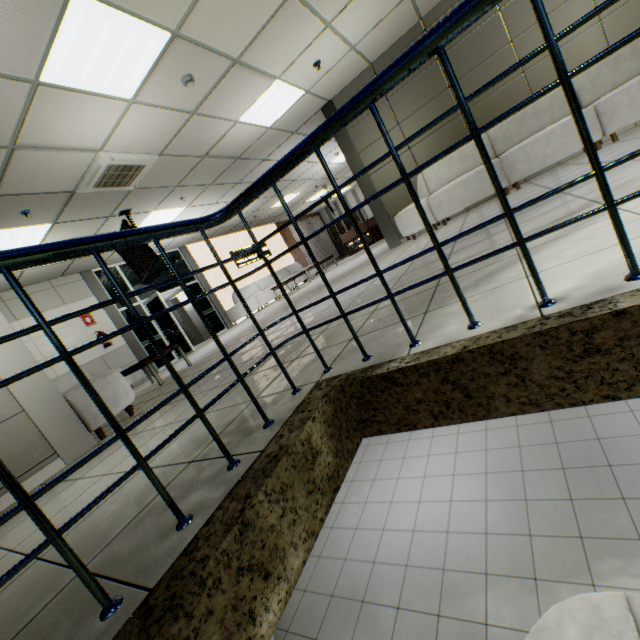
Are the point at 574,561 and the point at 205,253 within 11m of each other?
no

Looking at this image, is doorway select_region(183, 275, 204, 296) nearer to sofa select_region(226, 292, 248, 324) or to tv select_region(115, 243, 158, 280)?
sofa select_region(226, 292, 248, 324)

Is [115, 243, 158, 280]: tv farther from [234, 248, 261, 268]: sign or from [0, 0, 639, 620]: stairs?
[234, 248, 261, 268]: sign

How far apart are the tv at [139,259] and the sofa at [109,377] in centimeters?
233cm

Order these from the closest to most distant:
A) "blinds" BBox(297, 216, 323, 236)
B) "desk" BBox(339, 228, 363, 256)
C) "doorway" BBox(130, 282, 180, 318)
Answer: "doorway" BBox(130, 282, 180, 318) → "desk" BBox(339, 228, 363, 256) → "blinds" BBox(297, 216, 323, 236)

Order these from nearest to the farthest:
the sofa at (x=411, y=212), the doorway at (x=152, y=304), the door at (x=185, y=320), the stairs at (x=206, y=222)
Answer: the stairs at (x=206, y=222) < the sofa at (x=411, y=212) < the doorway at (x=152, y=304) < the door at (x=185, y=320)

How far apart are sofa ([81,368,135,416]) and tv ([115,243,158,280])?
2.3m

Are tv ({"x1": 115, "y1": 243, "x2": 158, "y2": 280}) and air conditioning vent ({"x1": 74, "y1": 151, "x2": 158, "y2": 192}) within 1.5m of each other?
yes
